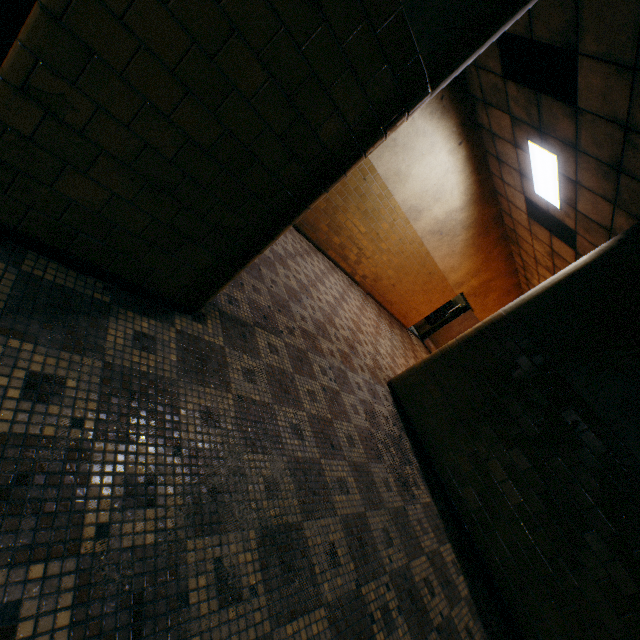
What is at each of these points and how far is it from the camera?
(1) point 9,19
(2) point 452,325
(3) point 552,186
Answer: (1) door, 1.09m
(2) door, 12.09m
(3) lamp, 5.45m

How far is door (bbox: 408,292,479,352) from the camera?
11.9 meters

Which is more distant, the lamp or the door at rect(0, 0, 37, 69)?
the lamp

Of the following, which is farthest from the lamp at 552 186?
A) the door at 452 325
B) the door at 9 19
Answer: the door at 9 19

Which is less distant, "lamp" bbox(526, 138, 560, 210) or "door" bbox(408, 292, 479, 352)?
"lamp" bbox(526, 138, 560, 210)

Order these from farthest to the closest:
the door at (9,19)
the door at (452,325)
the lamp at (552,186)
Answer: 1. the door at (452,325)
2. the lamp at (552,186)
3. the door at (9,19)

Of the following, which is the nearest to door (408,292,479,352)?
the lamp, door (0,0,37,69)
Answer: the lamp
